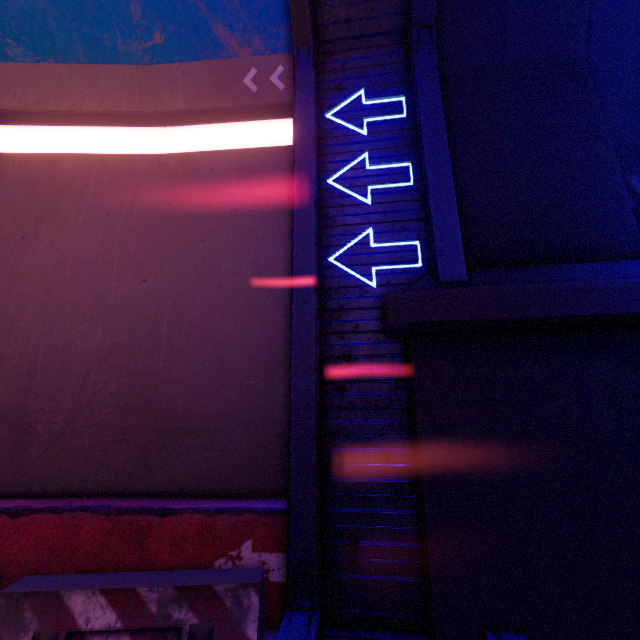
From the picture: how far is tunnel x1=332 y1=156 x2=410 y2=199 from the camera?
5.29m

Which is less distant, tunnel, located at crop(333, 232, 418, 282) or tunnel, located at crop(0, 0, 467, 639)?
tunnel, located at crop(0, 0, 467, 639)

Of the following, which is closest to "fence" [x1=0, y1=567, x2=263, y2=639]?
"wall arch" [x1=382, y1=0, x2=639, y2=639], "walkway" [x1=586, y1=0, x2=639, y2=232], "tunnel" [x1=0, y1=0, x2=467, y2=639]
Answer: "tunnel" [x1=0, y1=0, x2=467, y2=639]

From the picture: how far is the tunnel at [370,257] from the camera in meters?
4.9 m

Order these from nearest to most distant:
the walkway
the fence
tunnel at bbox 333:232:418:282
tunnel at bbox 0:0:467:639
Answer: the fence < tunnel at bbox 0:0:467:639 < tunnel at bbox 333:232:418:282 < the walkway

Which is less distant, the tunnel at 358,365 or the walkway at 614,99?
the tunnel at 358,365

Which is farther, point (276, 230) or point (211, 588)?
point (276, 230)
